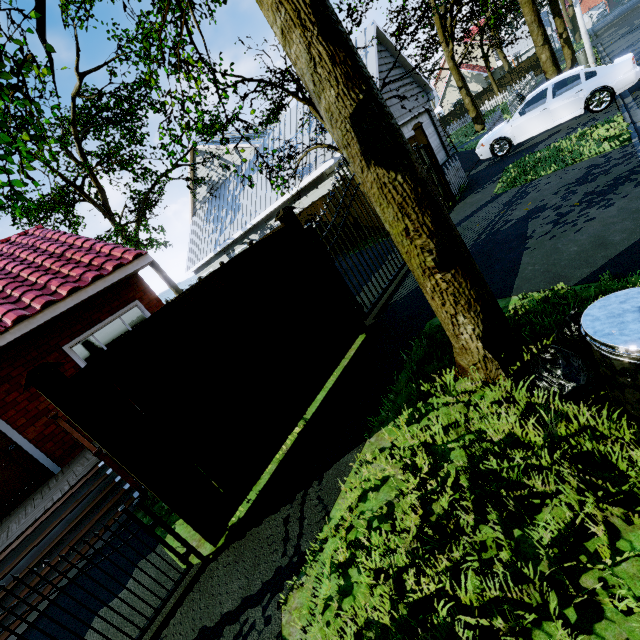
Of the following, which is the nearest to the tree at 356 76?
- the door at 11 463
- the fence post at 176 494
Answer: the fence post at 176 494

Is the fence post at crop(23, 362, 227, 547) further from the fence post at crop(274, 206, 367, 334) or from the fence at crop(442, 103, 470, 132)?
the fence at crop(442, 103, 470, 132)

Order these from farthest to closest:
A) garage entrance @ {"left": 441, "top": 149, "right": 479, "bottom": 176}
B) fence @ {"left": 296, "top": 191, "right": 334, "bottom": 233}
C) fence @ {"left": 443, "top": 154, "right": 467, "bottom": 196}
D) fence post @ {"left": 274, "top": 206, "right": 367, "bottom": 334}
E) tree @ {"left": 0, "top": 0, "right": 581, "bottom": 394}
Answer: garage entrance @ {"left": 441, "top": 149, "right": 479, "bottom": 176} < fence @ {"left": 296, "top": 191, "right": 334, "bottom": 233} < fence @ {"left": 443, "top": 154, "right": 467, "bottom": 196} < fence post @ {"left": 274, "top": 206, "right": 367, "bottom": 334} < tree @ {"left": 0, "top": 0, "right": 581, "bottom": 394}

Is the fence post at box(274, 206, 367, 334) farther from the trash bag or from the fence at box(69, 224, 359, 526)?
the trash bag

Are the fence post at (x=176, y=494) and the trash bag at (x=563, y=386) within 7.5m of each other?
yes

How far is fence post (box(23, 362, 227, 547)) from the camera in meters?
2.9

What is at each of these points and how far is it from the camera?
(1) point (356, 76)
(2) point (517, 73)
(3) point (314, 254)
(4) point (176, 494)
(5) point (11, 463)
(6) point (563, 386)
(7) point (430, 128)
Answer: (1) tree, 2.48m
(2) fence, 37.81m
(3) fence post, 5.43m
(4) fence post, 3.37m
(5) door, 6.55m
(6) trash bag, 2.67m
(7) garage door, 15.27m

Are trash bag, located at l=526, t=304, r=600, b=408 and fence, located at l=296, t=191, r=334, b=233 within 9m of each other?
no
